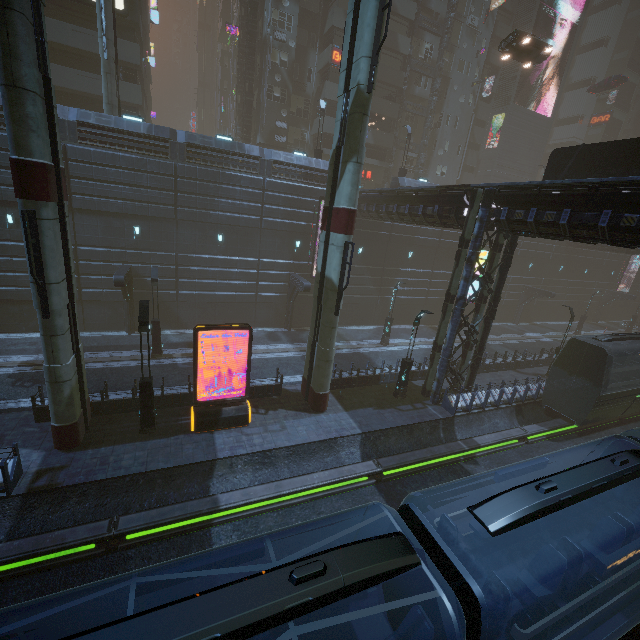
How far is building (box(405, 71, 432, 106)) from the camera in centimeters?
3831cm

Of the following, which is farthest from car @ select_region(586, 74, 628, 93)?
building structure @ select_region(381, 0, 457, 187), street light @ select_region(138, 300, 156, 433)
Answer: street light @ select_region(138, 300, 156, 433)

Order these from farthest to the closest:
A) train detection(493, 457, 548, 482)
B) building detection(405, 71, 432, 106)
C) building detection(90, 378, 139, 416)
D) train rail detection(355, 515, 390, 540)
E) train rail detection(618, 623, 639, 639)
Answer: building detection(405, 71, 432, 106)
building detection(90, 378, 139, 416)
train rail detection(355, 515, 390, 540)
train rail detection(618, 623, 639, 639)
train detection(493, 457, 548, 482)

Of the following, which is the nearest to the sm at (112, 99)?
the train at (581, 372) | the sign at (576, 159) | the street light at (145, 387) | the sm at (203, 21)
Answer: the street light at (145, 387)

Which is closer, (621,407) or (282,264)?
(621,407)

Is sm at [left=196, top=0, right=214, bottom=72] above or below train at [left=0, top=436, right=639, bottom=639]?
above

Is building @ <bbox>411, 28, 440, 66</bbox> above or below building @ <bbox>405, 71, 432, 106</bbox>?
above

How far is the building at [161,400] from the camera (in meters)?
15.27
